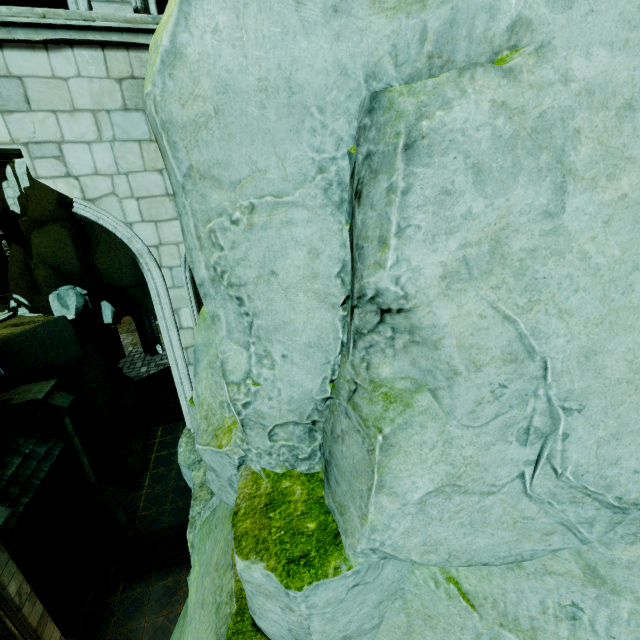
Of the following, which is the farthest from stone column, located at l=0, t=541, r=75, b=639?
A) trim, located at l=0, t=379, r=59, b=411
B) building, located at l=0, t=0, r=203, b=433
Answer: trim, located at l=0, t=379, r=59, b=411

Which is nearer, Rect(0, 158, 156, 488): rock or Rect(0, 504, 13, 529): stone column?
Rect(0, 504, 13, 529): stone column

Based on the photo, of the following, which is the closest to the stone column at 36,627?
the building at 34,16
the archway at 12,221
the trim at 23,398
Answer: the building at 34,16

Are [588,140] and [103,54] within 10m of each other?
yes

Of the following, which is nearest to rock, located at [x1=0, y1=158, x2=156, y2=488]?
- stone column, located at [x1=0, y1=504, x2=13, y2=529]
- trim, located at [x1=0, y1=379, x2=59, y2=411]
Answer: trim, located at [x1=0, y1=379, x2=59, y2=411]

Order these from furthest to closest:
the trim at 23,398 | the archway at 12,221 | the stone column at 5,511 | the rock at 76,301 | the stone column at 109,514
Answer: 1. the archway at 12,221
2. the rock at 76,301
3. the stone column at 109,514
4. the trim at 23,398
5. the stone column at 5,511

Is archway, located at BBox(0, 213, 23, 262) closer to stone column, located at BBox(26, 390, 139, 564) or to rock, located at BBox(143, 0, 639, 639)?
rock, located at BBox(143, 0, 639, 639)

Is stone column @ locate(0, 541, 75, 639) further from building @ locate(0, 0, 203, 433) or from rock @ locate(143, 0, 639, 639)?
rock @ locate(143, 0, 639, 639)
